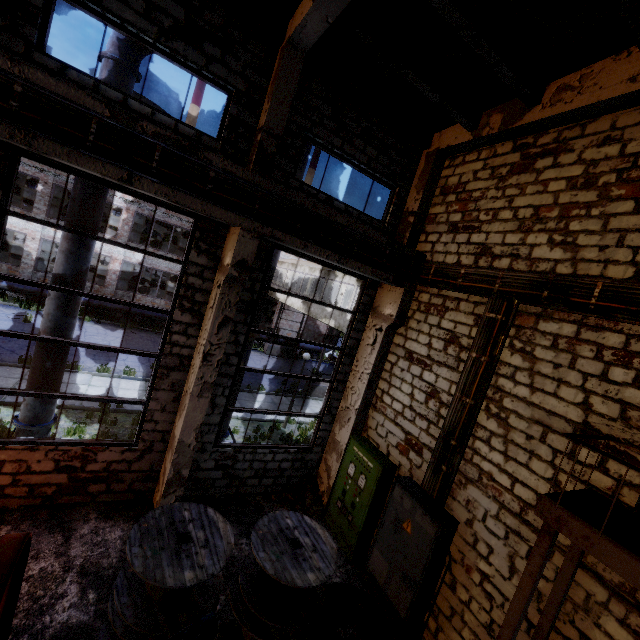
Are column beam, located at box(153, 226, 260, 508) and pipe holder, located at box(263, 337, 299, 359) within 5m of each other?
no

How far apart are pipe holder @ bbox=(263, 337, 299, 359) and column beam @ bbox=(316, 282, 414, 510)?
16.7 meters

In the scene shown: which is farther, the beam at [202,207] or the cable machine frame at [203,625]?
the beam at [202,207]

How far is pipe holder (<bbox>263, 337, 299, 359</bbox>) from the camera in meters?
25.7

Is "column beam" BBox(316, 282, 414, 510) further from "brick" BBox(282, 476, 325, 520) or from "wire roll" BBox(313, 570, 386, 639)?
"wire roll" BBox(313, 570, 386, 639)

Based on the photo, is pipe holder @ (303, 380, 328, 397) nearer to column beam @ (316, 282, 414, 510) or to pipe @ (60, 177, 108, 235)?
column beam @ (316, 282, 414, 510)

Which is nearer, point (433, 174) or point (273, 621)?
point (273, 621)

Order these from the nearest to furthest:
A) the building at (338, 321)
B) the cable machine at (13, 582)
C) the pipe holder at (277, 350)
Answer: the cable machine at (13, 582) → the building at (338, 321) → the pipe holder at (277, 350)
